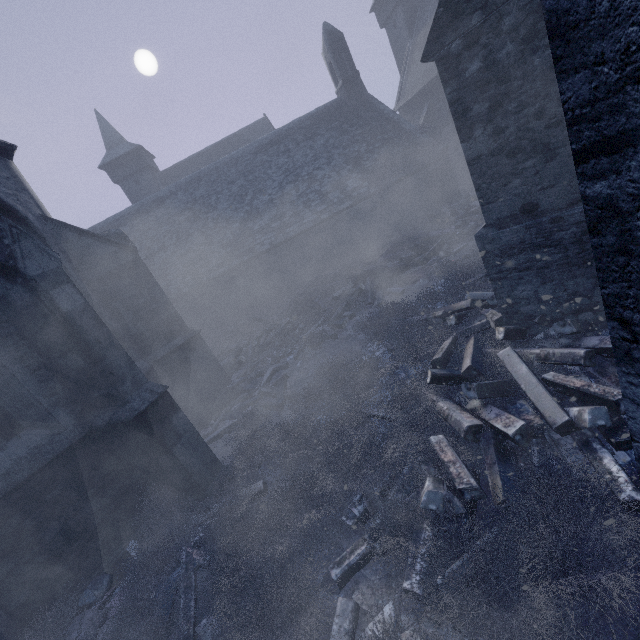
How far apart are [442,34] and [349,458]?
5.8m

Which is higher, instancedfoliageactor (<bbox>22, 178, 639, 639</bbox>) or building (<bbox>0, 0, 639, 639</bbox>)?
building (<bbox>0, 0, 639, 639</bbox>)

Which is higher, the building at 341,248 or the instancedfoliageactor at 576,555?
the building at 341,248

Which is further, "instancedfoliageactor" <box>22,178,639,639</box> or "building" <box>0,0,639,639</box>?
"instancedfoliageactor" <box>22,178,639,639</box>

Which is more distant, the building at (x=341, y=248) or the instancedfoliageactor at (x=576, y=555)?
the instancedfoliageactor at (x=576, y=555)
